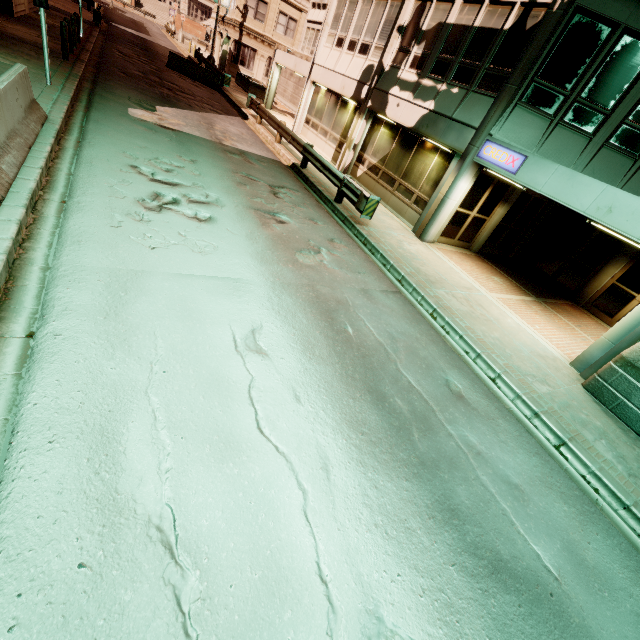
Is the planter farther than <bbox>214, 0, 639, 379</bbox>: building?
Yes

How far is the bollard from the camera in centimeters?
1243cm

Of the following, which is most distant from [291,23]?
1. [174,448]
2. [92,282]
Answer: [174,448]

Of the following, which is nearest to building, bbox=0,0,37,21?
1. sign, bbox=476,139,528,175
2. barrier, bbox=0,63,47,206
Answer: barrier, bbox=0,63,47,206

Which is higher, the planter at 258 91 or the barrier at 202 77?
the planter at 258 91

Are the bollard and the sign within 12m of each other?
no

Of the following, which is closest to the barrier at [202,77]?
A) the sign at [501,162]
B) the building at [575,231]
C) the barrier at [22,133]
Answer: the building at [575,231]

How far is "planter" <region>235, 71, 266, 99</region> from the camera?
28.22m
